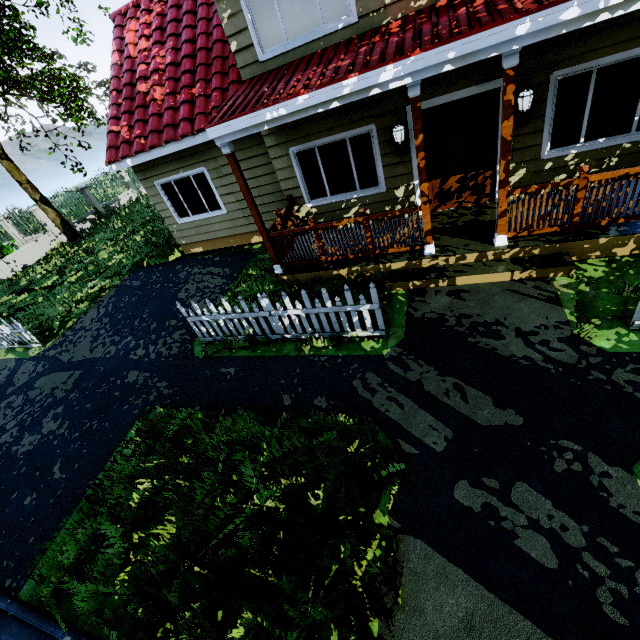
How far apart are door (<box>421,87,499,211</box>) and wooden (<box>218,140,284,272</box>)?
3.50m

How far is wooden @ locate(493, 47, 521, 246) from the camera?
4.1m

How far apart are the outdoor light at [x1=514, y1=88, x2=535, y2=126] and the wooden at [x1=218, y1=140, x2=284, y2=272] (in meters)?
5.03

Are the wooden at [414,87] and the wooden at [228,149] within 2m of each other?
no

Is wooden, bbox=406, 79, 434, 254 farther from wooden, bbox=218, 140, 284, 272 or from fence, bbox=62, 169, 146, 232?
fence, bbox=62, 169, 146, 232

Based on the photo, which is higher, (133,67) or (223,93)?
(133,67)

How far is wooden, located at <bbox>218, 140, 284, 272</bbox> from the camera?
5.84m

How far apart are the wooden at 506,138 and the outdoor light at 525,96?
1.5 meters
